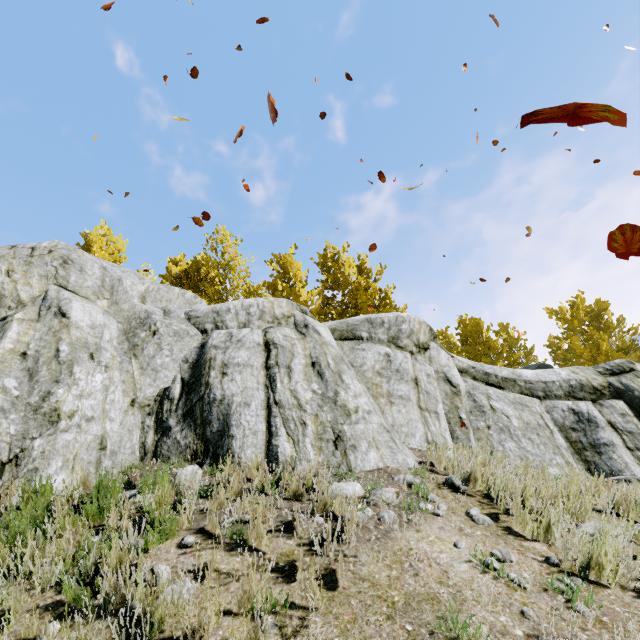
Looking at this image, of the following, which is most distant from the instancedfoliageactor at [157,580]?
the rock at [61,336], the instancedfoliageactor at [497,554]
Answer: the instancedfoliageactor at [497,554]

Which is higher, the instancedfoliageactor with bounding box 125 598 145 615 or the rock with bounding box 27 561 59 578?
the rock with bounding box 27 561 59 578

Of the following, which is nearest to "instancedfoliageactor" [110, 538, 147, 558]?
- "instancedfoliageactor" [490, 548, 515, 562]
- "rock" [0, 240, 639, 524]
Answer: "rock" [0, 240, 639, 524]

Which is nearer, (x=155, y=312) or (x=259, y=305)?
(x=155, y=312)

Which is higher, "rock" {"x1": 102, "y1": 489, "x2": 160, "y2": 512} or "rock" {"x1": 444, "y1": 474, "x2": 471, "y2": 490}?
"rock" {"x1": 102, "y1": 489, "x2": 160, "y2": 512}

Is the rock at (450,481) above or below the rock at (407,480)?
below
